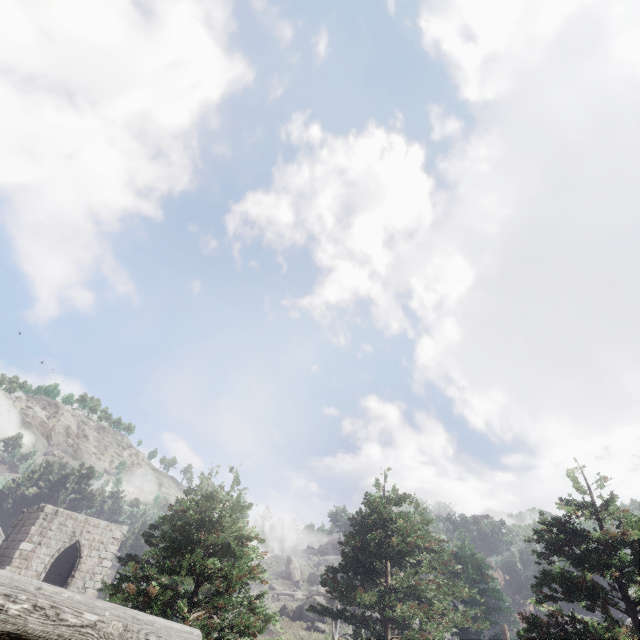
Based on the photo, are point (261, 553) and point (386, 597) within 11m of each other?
yes
